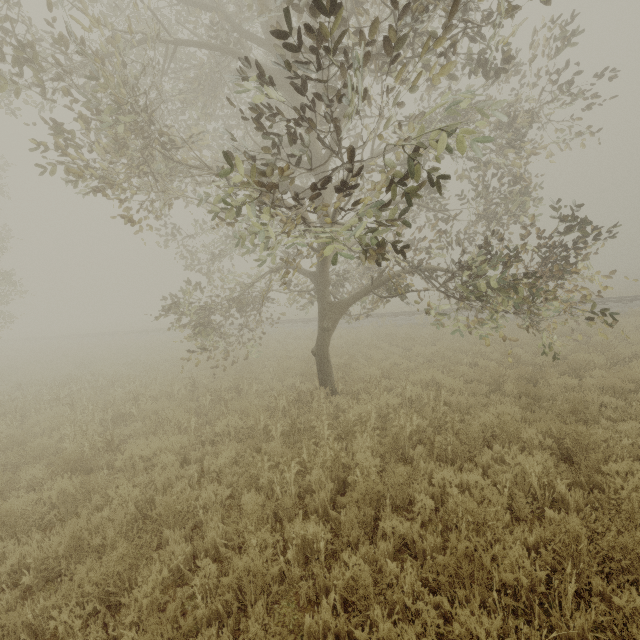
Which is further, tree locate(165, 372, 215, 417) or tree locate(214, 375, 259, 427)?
tree locate(165, 372, 215, 417)

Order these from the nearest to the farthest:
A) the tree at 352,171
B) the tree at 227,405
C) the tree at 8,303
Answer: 1. the tree at 352,171
2. the tree at 227,405
3. the tree at 8,303

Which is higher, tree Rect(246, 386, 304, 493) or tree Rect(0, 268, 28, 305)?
tree Rect(0, 268, 28, 305)

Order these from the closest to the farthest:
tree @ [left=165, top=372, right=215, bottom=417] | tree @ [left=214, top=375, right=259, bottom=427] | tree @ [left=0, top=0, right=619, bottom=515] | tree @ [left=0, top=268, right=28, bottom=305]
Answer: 1. tree @ [left=0, top=0, right=619, bottom=515]
2. tree @ [left=214, top=375, right=259, bottom=427]
3. tree @ [left=165, top=372, right=215, bottom=417]
4. tree @ [left=0, top=268, right=28, bottom=305]

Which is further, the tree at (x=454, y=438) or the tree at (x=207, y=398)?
the tree at (x=207, y=398)

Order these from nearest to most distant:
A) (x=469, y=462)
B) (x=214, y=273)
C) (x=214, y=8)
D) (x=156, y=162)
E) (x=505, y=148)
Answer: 1. (x=469, y=462)
2. (x=156, y=162)
3. (x=214, y=8)
4. (x=505, y=148)
5. (x=214, y=273)

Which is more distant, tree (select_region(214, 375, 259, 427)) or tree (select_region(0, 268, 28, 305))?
tree (select_region(0, 268, 28, 305))
